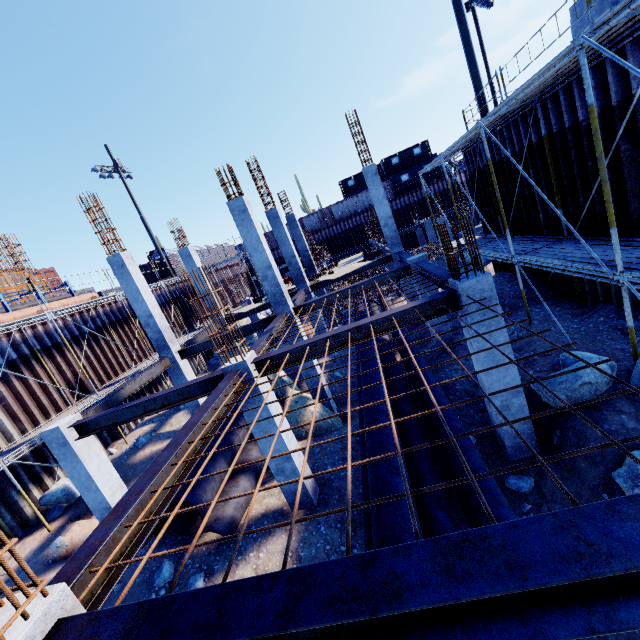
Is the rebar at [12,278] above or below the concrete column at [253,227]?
above

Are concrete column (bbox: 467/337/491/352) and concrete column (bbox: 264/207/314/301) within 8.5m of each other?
no

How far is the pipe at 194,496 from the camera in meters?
7.2 m

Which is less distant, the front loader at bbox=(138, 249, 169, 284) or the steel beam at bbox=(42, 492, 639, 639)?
the steel beam at bbox=(42, 492, 639, 639)

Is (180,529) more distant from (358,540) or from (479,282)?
(479,282)

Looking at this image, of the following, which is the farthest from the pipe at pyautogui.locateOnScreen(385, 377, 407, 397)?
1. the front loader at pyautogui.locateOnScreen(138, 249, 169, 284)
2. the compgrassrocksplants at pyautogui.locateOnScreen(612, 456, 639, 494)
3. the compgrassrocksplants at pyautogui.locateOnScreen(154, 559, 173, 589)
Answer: the front loader at pyautogui.locateOnScreen(138, 249, 169, 284)

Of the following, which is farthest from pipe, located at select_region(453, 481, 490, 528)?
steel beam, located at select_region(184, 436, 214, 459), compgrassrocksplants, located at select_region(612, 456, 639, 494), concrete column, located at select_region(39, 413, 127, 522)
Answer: concrete column, located at select_region(39, 413, 127, 522)

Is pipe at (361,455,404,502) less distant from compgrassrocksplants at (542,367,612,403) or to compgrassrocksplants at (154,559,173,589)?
compgrassrocksplants at (542,367,612,403)
